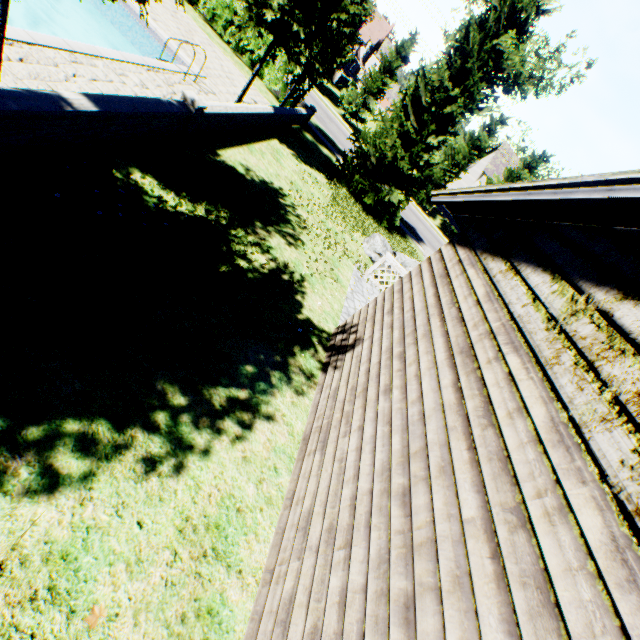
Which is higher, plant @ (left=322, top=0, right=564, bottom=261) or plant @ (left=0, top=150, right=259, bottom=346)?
plant @ (left=322, top=0, right=564, bottom=261)

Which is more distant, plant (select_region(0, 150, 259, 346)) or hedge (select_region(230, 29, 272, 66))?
hedge (select_region(230, 29, 272, 66))

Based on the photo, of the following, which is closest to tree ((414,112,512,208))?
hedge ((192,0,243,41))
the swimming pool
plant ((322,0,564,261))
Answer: the swimming pool

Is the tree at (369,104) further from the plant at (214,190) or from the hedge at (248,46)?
the hedge at (248,46)

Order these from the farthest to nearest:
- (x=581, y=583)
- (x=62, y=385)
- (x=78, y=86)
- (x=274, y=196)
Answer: (x=274, y=196)
(x=78, y=86)
(x=62, y=385)
(x=581, y=583)

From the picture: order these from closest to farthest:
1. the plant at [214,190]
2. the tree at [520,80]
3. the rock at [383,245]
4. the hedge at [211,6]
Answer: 1. the plant at [214,190]
2. the rock at [383,245]
3. the hedge at [211,6]
4. the tree at [520,80]

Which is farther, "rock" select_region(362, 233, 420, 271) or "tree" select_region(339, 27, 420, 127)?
"tree" select_region(339, 27, 420, 127)

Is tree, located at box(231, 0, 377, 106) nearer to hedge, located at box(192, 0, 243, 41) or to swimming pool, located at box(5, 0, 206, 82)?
swimming pool, located at box(5, 0, 206, 82)
